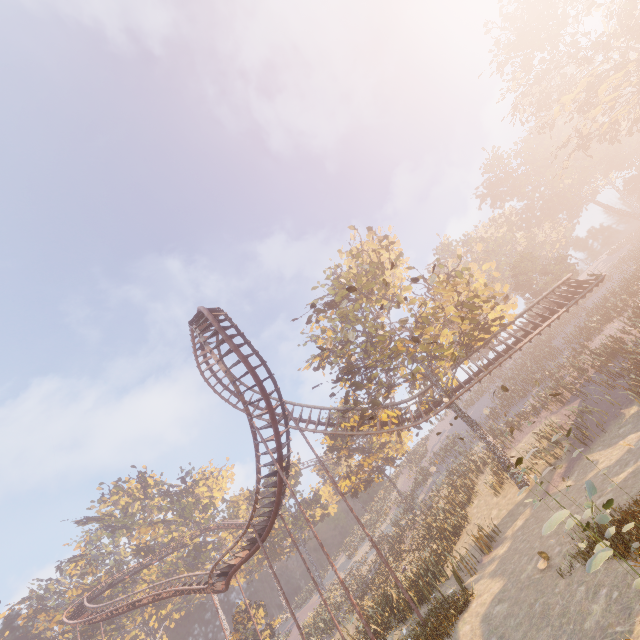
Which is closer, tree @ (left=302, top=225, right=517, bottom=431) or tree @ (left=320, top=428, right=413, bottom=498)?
tree @ (left=302, top=225, right=517, bottom=431)

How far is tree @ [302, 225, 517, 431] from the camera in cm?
2020

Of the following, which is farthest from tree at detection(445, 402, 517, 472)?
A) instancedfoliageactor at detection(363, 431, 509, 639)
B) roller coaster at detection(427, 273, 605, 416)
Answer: instancedfoliageactor at detection(363, 431, 509, 639)

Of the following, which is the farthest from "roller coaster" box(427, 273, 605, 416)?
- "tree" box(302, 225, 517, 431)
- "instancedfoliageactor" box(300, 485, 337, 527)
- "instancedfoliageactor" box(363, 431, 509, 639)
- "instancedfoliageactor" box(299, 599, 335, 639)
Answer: "instancedfoliageactor" box(299, 599, 335, 639)

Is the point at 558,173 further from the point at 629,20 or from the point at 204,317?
the point at 204,317

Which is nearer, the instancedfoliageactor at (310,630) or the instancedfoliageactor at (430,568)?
the instancedfoliageactor at (430,568)

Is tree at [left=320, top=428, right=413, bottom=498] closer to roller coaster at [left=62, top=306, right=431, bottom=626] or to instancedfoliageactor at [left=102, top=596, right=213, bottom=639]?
roller coaster at [left=62, top=306, right=431, bottom=626]

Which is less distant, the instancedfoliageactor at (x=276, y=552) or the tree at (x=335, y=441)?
the tree at (x=335, y=441)
